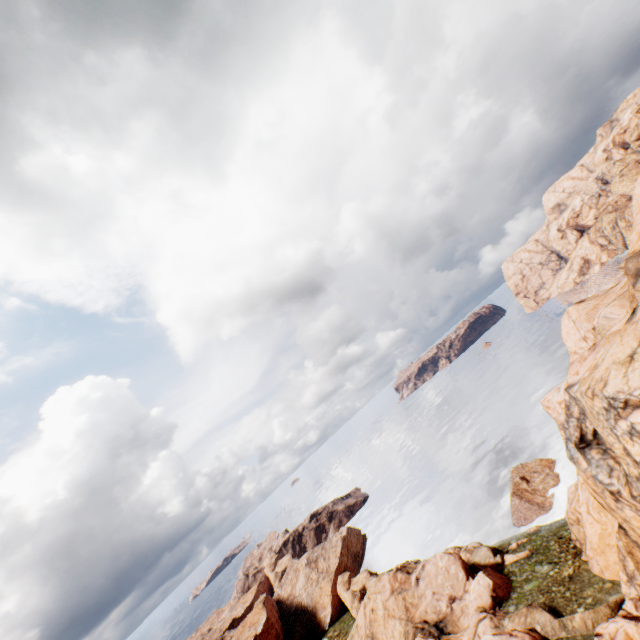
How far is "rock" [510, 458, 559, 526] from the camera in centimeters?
4853cm

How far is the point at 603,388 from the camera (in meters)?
17.12

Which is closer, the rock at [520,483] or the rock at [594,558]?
the rock at [594,558]

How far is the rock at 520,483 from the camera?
Result: 48.53m

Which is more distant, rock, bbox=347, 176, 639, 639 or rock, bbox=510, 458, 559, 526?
rock, bbox=510, 458, 559, 526

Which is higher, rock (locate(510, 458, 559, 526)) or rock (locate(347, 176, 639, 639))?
rock (locate(347, 176, 639, 639))
